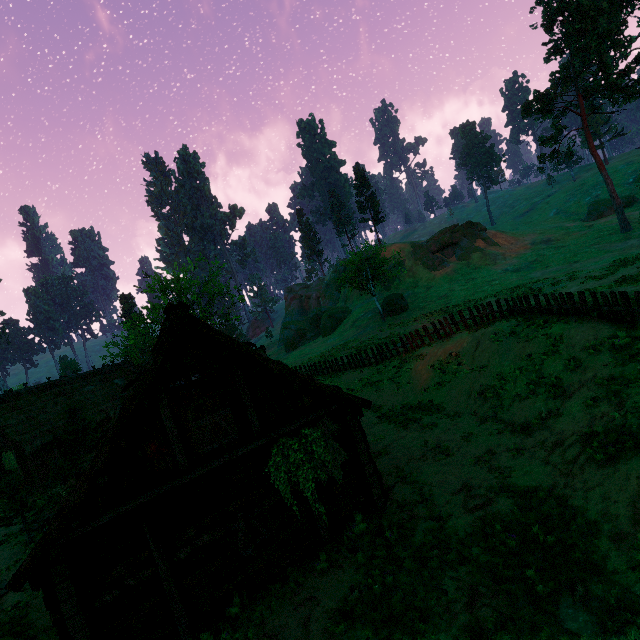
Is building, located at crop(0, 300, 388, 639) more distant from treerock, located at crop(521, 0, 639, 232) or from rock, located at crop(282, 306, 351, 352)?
rock, located at crop(282, 306, 351, 352)

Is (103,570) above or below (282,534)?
above

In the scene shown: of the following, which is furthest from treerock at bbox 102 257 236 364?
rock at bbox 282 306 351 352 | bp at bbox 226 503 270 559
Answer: bp at bbox 226 503 270 559

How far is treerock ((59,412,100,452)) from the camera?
24.0m

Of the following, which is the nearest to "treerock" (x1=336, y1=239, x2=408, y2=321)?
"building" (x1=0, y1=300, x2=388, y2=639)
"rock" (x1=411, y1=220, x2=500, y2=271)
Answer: "building" (x1=0, y1=300, x2=388, y2=639)

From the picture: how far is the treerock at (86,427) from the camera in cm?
2402

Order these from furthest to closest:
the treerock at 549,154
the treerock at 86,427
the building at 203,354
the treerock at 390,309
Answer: the treerock at 549,154 < the treerock at 390,309 < the treerock at 86,427 < the building at 203,354

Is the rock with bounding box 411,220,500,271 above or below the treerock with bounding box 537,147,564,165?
below
